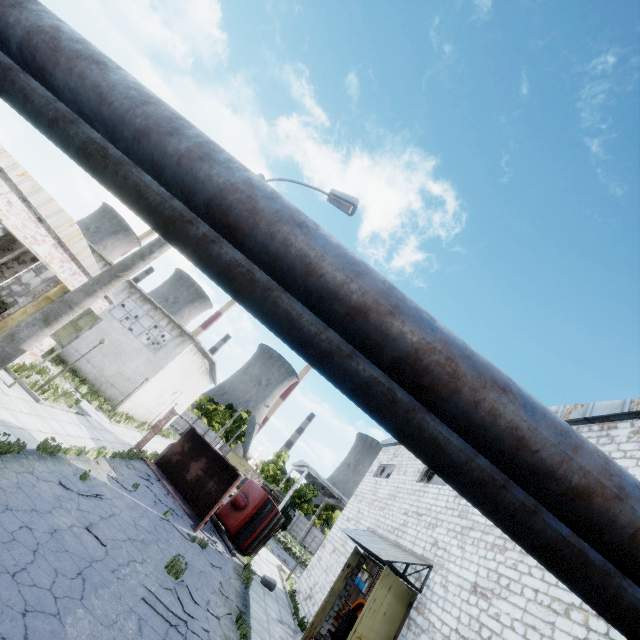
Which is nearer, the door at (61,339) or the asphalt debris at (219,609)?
the asphalt debris at (219,609)

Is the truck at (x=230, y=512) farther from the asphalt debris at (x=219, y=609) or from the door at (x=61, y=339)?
the door at (x=61, y=339)

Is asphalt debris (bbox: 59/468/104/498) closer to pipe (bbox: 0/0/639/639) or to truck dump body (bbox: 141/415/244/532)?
truck dump body (bbox: 141/415/244/532)

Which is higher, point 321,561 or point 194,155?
point 194,155

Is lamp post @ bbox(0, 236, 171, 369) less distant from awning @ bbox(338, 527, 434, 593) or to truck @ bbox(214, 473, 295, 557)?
awning @ bbox(338, 527, 434, 593)

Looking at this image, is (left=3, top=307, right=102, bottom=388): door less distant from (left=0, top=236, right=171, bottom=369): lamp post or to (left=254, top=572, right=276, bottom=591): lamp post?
(left=0, top=236, right=171, bottom=369): lamp post

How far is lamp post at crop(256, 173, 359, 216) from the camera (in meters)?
8.59

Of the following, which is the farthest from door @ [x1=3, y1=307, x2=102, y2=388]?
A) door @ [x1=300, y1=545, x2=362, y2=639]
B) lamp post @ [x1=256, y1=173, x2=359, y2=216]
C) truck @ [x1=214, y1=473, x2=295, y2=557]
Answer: door @ [x1=300, y1=545, x2=362, y2=639]
